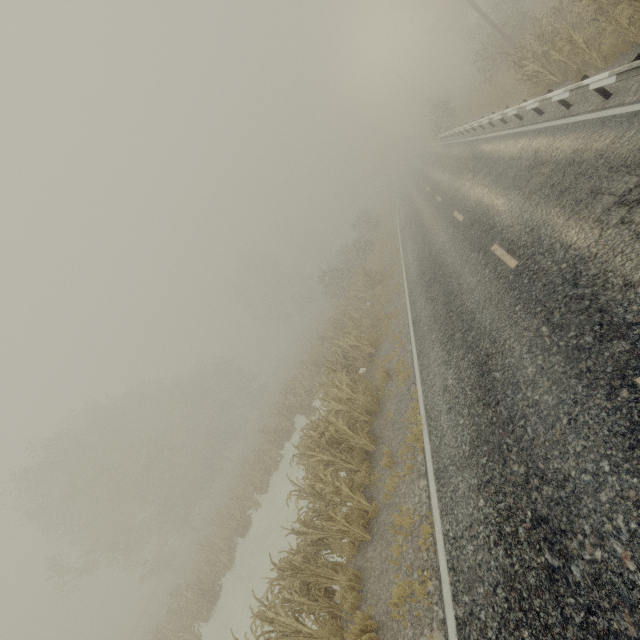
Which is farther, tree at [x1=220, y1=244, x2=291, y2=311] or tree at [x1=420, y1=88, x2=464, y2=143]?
tree at [x1=220, y1=244, x2=291, y2=311]

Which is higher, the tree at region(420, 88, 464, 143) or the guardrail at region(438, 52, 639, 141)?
the tree at region(420, 88, 464, 143)

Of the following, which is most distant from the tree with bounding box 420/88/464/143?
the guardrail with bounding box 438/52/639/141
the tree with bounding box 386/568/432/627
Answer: the tree with bounding box 386/568/432/627

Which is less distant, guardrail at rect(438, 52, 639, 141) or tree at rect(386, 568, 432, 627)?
tree at rect(386, 568, 432, 627)

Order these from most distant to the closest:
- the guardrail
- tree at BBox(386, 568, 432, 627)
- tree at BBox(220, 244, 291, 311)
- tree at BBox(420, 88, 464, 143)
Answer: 1. tree at BBox(220, 244, 291, 311)
2. tree at BBox(420, 88, 464, 143)
3. the guardrail
4. tree at BBox(386, 568, 432, 627)

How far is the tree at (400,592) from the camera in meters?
4.9

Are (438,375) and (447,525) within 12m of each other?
yes

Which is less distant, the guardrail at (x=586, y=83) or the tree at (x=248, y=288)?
the guardrail at (x=586, y=83)
